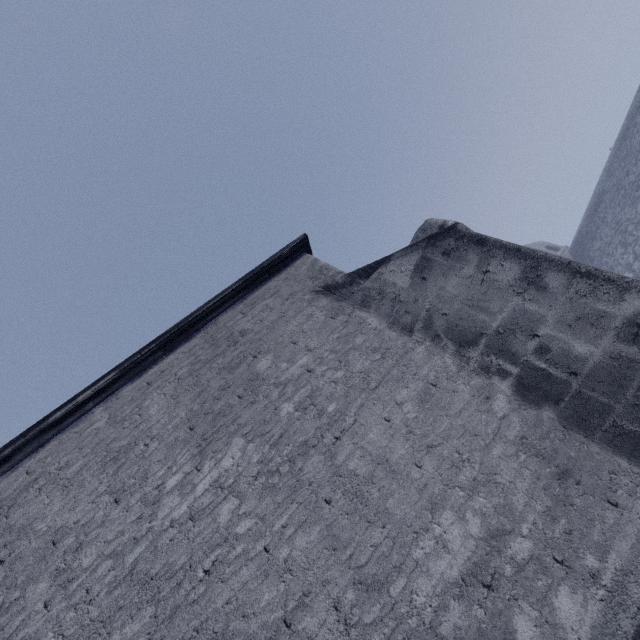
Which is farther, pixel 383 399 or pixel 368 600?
pixel 383 399
